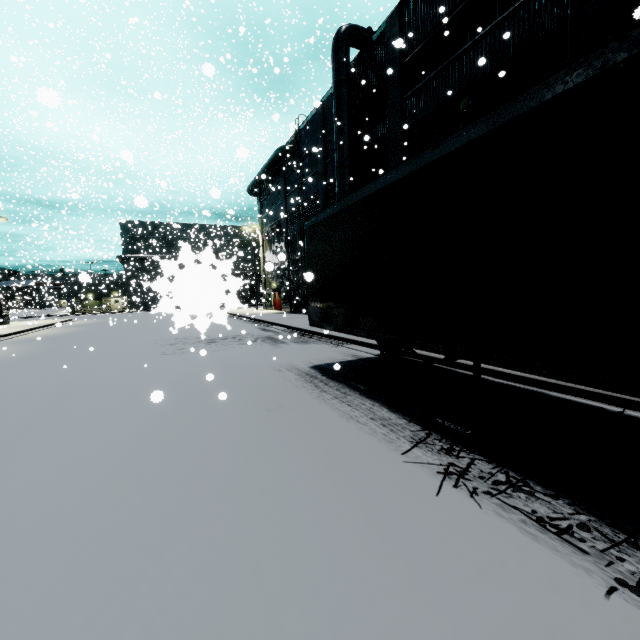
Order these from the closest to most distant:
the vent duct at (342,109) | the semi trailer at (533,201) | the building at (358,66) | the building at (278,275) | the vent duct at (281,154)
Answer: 1. the semi trailer at (533,201)
2. the building at (358,66)
3. the vent duct at (342,109)
4. the building at (278,275)
5. the vent duct at (281,154)

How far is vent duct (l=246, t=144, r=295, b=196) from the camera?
26.7 meters

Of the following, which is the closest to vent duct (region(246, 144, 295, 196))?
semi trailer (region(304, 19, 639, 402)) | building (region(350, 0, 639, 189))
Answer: building (region(350, 0, 639, 189))

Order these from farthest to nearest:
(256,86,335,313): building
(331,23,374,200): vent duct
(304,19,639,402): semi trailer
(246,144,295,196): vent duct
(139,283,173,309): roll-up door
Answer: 1. (246,144,295,196): vent duct
2. (256,86,335,313): building
3. (331,23,374,200): vent duct
4. (304,19,639,402): semi trailer
5. (139,283,173,309): roll-up door

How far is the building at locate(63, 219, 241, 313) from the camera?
0.6 meters

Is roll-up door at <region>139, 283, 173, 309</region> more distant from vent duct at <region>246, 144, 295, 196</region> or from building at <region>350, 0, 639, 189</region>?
vent duct at <region>246, 144, 295, 196</region>

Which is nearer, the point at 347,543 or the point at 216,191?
the point at 347,543

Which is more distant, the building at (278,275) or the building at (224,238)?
the building at (278,275)
